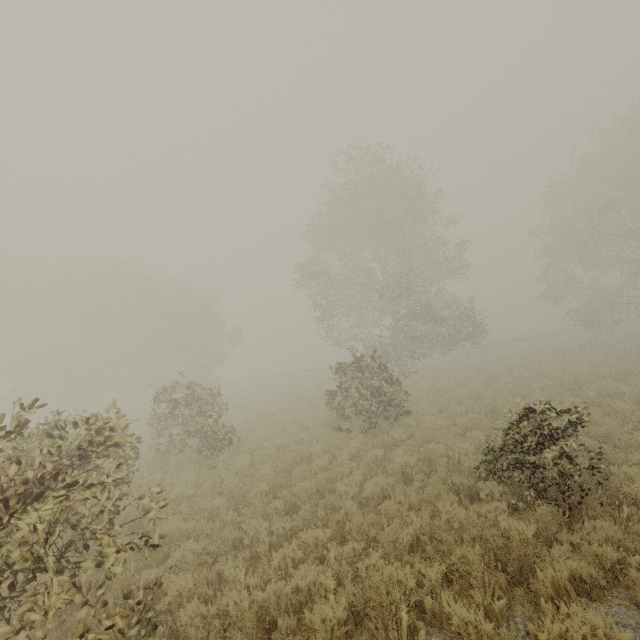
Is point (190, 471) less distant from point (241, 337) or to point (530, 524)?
point (530, 524)
